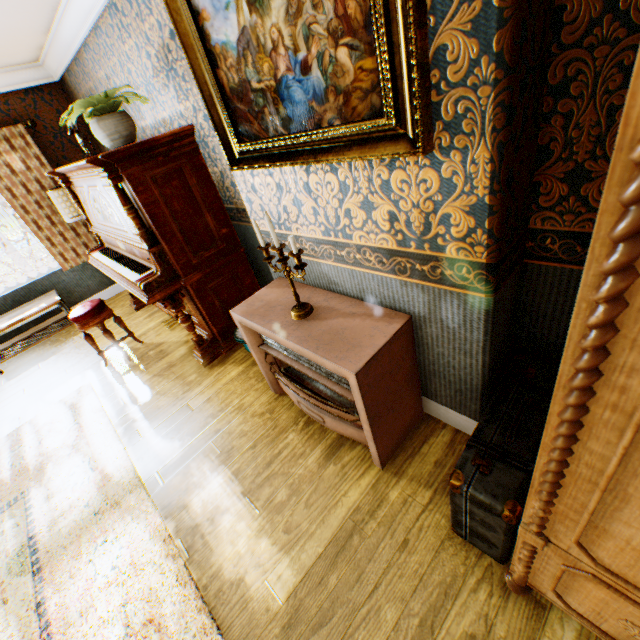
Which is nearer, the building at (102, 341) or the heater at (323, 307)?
the heater at (323, 307)

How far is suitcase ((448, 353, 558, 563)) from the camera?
1.29m

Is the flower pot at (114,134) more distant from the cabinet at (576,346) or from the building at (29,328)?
the cabinet at (576,346)

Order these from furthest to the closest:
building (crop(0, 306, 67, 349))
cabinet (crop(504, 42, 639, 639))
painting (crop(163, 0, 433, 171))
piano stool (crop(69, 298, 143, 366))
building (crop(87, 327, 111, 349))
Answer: building (crop(0, 306, 67, 349)), building (crop(87, 327, 111, 349)), piano stool (crop(69, 298, 143, 366)), painting (crop(163, 0, 433, 171)), cabinet (crop(504, 42, 639, 639))

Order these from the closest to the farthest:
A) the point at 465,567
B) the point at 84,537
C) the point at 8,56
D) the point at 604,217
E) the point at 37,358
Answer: the point at 604,217 → the point at 465,567 → the point at 84,537 → the point at 8,56 → the point at 37,358

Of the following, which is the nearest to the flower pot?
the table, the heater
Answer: the heater

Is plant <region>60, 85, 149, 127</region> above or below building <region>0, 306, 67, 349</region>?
above

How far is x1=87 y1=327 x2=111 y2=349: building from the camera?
4.3m
